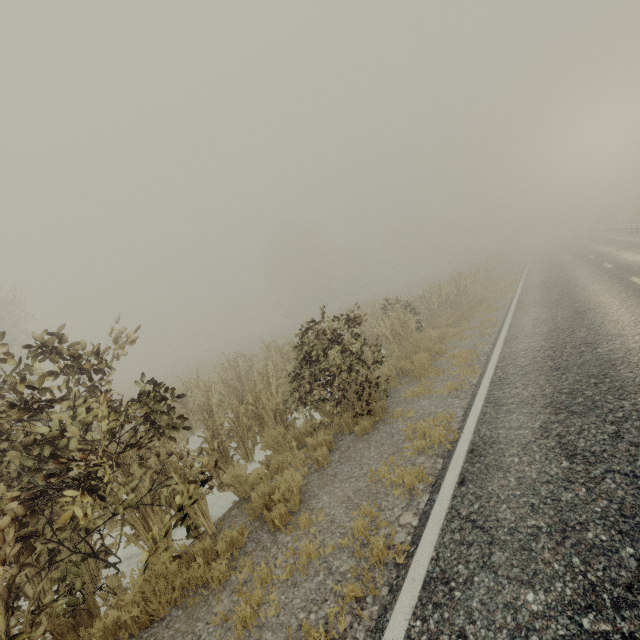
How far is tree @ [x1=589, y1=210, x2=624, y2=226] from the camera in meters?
48.8

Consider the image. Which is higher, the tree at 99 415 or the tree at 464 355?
the tree at 99 415

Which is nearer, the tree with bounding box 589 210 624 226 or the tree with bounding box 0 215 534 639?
the tree with bounding box 0 215 534 639

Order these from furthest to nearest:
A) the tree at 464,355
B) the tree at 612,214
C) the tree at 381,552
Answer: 1. the tree at 612,214
2. the tree at 464,355
3. the tree at 381,552

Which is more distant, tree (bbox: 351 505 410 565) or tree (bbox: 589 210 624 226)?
tree (bbox: 589 210 624 226)

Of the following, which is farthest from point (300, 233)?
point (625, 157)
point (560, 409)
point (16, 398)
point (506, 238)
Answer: point (625, 157)

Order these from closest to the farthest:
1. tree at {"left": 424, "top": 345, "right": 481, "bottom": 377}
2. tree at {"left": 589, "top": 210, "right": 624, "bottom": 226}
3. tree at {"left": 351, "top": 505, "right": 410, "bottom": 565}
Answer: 1. tree at {"left": 351, "top": 505, "right": 410, "bottom": 565}
2. tree at {"left": 424, "top": 345, "right": 481, "bottom": 377}
3. tree at {"left": 589, "top": 210, "right": 624, "bottom": 226}
